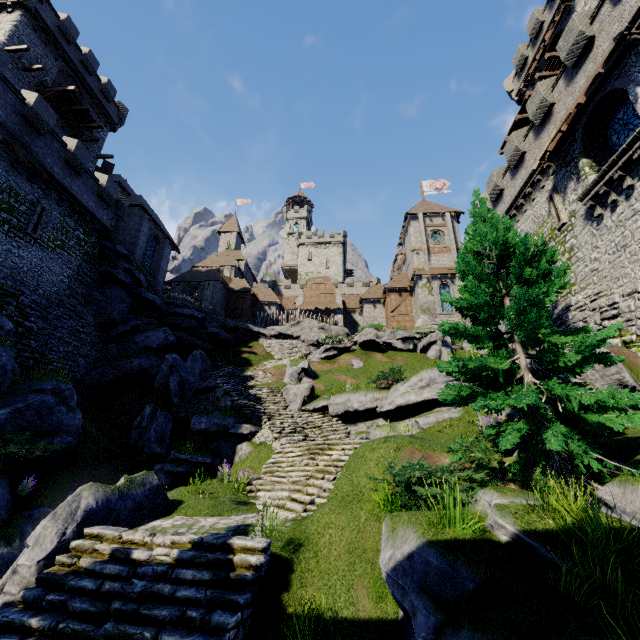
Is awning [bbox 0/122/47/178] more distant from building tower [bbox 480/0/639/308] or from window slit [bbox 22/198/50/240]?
building tower [bbox 480/0/639/308]

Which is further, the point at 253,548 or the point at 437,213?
the point at 437,213

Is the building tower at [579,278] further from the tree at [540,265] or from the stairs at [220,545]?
the stairs at [220,545]

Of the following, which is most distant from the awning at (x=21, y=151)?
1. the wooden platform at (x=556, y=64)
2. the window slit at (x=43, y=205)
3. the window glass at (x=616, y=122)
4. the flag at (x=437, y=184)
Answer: the flag at (x=437, y=184)

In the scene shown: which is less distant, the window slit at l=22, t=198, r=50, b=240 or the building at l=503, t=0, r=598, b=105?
the window slit at l=22, t=198, r=50, b=240

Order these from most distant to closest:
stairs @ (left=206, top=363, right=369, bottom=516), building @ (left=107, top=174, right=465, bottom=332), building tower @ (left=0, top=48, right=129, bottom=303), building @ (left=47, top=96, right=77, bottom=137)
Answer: building @ (left=107, top=174, right=465, bottom=332) < building @ (left=47, top=96, right=77, bottom=137) < building tower @ (left=0, top=48, right=129, bottom=303) < stairs @ (left=206, top=363, right=369, bottom=516)

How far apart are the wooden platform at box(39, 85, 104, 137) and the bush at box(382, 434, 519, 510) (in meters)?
35.42

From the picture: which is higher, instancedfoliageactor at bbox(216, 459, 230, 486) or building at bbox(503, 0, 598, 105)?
building at bbox(503, 0, 598, 105)
